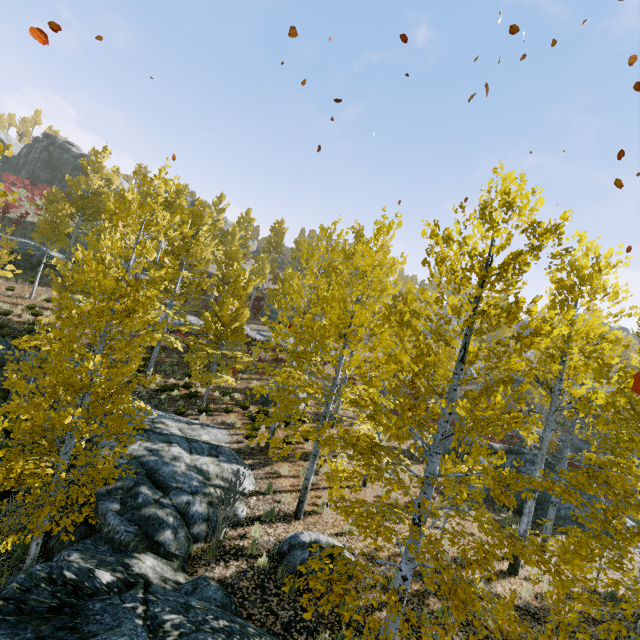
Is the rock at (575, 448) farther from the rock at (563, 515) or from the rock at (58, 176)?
the rock at (58, 176)

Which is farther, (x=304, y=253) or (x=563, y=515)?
(x=304, y=253)

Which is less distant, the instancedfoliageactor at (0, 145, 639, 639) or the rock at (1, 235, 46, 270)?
the instancedfoliageactor at (0, 145, 639, 639)

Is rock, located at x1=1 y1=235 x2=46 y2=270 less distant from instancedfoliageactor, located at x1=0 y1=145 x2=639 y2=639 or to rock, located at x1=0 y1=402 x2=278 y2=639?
instancedfoliageactor, located at x1=0 y1=145 x2=639 y2=639

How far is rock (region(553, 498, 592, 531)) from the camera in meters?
13.0

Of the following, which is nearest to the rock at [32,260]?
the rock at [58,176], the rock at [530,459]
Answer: the rock at [58,176]

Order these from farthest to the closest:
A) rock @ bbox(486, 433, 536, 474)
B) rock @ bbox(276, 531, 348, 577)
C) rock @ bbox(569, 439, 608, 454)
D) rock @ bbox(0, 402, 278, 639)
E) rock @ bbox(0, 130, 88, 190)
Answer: rock @ bbox(0, 130, 88, 190), rock @ bbox(569, 439, 608, 454), rock @ bbox(486, 433, 536, 474), rock @ bbox(276, 531, 348, 577), rock @ bbox(0, 402, 278, 639)

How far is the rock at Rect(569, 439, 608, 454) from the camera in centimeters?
2381cm
